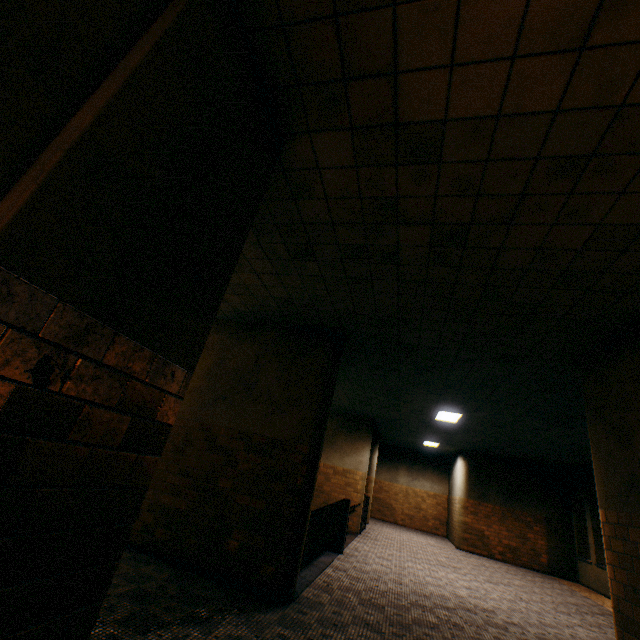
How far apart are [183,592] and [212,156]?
4.88m

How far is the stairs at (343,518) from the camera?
5.7 meters

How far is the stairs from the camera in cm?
573
